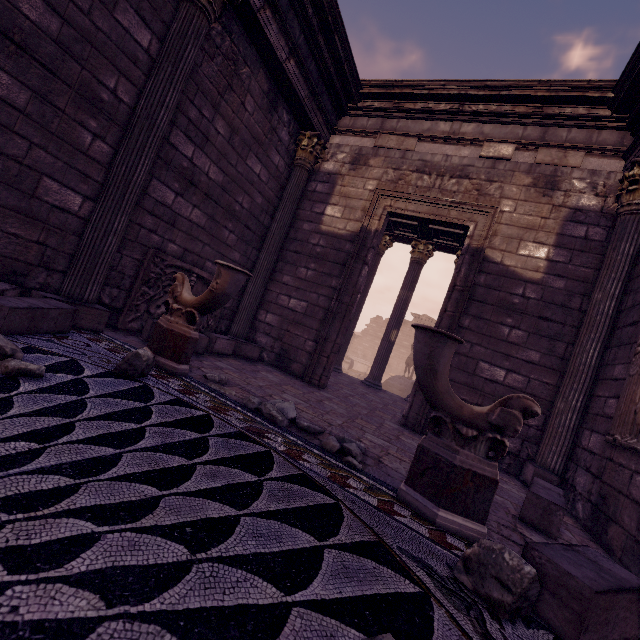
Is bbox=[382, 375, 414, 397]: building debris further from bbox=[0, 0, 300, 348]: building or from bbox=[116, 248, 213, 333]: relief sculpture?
bbox=[116, 248, 213, 333]: relief sculpture

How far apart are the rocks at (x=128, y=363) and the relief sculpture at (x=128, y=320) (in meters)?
2.10

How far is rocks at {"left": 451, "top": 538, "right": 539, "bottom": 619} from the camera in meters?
1.4

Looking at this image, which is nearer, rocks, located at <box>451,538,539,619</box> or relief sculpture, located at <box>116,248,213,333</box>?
rocks, located at <box>451,538,539,619</box>

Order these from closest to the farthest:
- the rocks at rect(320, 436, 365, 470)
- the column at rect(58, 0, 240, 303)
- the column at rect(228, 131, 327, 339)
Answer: the rocks at rect(320, 436, 365, 470), the column at rect(58, 0, 240, 303), the column at rect(228, 131, 327, 339)

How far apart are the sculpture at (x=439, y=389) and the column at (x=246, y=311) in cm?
462

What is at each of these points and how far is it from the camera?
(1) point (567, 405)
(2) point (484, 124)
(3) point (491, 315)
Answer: (1) column, 4.5 meters
(2) entablature, 6.0 meters
(3) building, 5.3 meters

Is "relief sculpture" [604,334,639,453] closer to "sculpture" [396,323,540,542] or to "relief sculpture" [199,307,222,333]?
"sculpture" [396,323,540,542]
